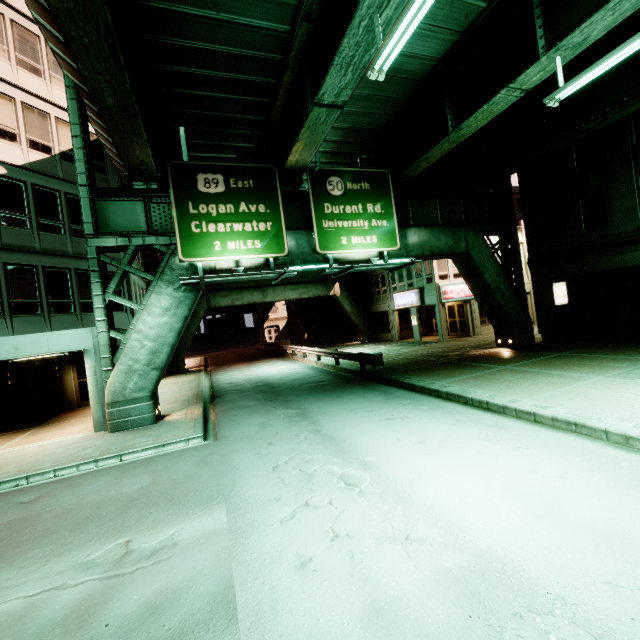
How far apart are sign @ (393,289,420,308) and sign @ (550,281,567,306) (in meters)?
9.51

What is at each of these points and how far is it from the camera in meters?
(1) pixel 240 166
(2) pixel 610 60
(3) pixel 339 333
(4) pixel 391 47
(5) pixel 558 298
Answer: (1) sign, 12.6
(2) fluorescent light, 7.5
(3) building, 37.8
(4) fluorescent light, 6.3
(5) sign, 18.7

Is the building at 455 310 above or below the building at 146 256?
below

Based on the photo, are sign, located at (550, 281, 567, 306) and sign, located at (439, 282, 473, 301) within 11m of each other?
yes

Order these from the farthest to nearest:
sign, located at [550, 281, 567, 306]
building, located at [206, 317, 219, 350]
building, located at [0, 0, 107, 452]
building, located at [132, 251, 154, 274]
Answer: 1. building, located at [206, 317, 219, 350]
2. building, located at [132, 251, 154, 274]
3. sign, located at [550, 281, 567, 306]
4. building, located at [0, 0, 107, 452]

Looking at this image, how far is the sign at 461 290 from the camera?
25.38m

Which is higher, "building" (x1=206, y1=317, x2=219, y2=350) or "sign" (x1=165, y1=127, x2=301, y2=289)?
"sign" (x1=165, y1=127, x2=301, y2=289)

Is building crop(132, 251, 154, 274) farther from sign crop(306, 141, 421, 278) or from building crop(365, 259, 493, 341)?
building crop(365, 259, 493, 341)
